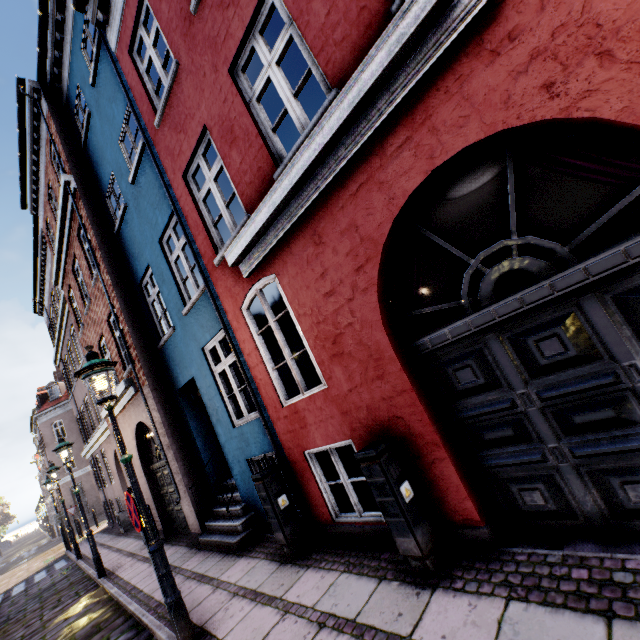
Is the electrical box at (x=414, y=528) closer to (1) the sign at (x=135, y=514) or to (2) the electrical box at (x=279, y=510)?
(2) the electrical box at (x=279, y=510)

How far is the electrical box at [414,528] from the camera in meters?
3.2 m

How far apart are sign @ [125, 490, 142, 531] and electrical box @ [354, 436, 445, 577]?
2.88m

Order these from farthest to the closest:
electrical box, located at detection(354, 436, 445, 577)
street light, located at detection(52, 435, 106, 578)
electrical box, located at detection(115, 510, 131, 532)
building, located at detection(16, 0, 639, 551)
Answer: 1. electrical box, located at detection(115, 510, 131, 532)
2. street light, located at detection(52, 435, 106, 578)
3. electrical box, located at detection(354, 436, 445, 577)
4. building, located at detection(16, 0, 639, 551)

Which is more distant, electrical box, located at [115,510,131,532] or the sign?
electrical box, located at [115,510,131,532]

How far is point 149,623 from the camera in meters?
4.8

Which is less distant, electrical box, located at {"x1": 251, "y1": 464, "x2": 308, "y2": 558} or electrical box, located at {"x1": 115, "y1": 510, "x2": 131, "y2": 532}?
electrical box, located at {"x1": 251, "y1": 464, "x2": 308, "y2": 558}

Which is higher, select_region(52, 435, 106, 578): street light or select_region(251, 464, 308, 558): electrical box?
select_region(52, 435, 106, 578): street light
